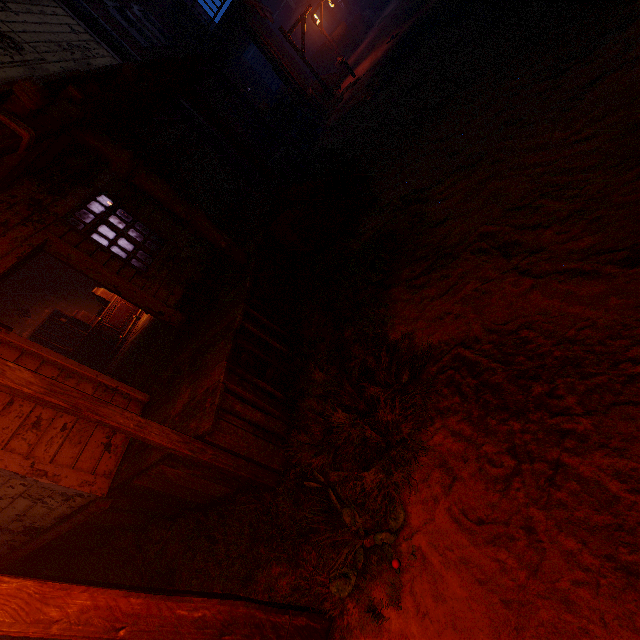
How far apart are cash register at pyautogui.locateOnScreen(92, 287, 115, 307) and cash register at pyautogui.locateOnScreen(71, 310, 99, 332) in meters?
0.7 m

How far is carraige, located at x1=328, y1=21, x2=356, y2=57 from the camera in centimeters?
1929cm

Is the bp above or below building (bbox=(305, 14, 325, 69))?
above

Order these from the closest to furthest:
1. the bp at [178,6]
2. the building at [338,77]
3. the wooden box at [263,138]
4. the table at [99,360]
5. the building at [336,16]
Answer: the table at [99,360] < the wooden box at [263,138] < the bp at [178,6] < the building at [338,77] < the building at [336,16]

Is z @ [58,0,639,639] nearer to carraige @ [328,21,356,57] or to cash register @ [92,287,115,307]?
carraige @ [328,21,356,57]

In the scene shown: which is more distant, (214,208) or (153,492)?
(214,208)

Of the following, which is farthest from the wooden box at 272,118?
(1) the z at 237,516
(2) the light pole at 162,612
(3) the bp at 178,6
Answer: (2) the light pole at 162,612

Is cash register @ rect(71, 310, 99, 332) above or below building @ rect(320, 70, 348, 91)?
above
